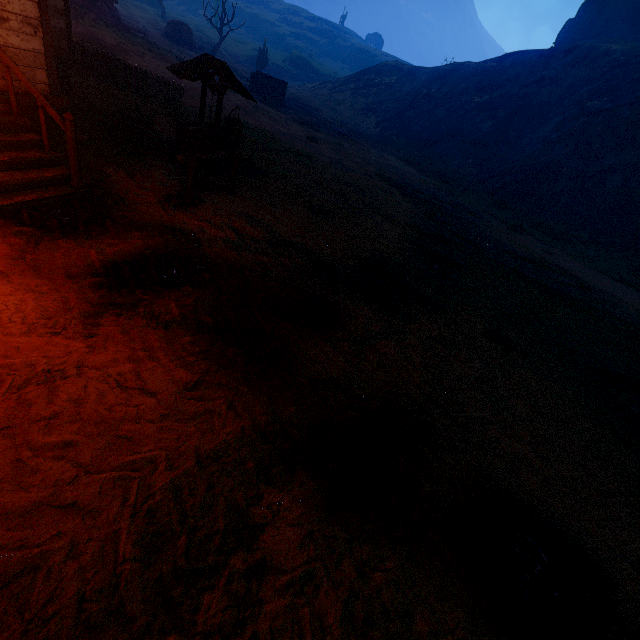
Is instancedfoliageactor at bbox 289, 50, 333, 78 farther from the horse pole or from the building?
the horse pole

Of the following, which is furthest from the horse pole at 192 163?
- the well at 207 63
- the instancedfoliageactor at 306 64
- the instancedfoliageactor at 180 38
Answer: the instancedfoliageactor at 306 64

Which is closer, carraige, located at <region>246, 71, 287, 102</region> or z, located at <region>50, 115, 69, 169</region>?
z, located at <region>50, 115, 69, 169</region>

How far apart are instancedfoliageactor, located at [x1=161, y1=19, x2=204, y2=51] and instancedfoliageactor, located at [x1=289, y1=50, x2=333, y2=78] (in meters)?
25.77

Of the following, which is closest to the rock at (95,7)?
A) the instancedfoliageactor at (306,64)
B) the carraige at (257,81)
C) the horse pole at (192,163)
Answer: the carraige at (257,81)

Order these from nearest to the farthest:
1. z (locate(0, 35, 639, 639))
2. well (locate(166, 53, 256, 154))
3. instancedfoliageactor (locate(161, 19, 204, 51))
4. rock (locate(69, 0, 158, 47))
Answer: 1. z (locate(0, 35, 639, 639))
2. well (locate(166, 53, 256, 154))
3. rock (locate(69, 0, 158, 47))
4. instancedfoliageactor (locate(161, 19, 204, 51))

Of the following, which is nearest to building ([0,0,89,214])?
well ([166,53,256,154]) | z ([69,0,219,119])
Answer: z ([69,0,219,119])

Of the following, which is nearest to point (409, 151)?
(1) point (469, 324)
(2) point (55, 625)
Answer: (1) point (469, 324)
